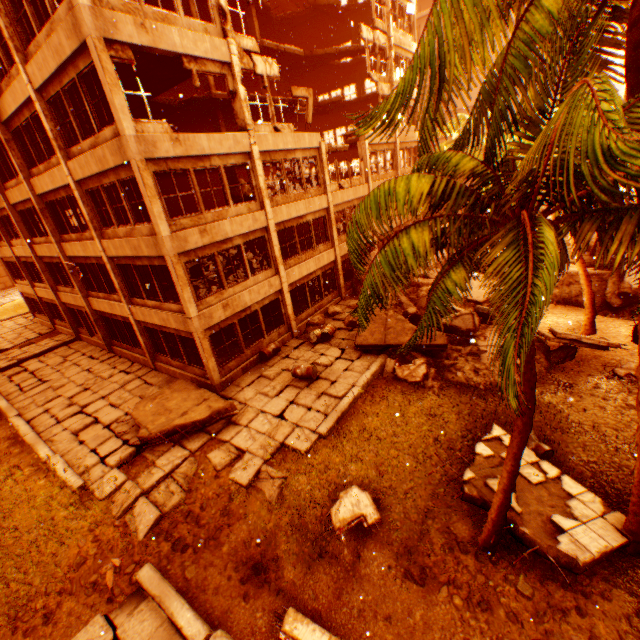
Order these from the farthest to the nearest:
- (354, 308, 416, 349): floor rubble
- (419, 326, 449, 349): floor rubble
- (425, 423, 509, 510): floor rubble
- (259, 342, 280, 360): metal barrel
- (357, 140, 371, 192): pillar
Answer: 1. (357, 140, 371, 192): pillar
2. (259, 342, 280, 360): metal barrel
3. (354, 308, 416, 349): floor rubble
4. (419, 326, 449, 349): floor rubble
5. (425, 423, 509, 510): floor rubble

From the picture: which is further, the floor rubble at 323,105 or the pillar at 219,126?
the floor rubble at 323,105

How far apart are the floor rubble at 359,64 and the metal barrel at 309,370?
25.7m

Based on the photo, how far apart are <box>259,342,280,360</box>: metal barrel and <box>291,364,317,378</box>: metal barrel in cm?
206

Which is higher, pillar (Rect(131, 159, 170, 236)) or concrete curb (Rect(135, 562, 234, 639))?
pillar (Rect(131, 159, 170, 236))

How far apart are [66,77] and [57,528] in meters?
13.5 m

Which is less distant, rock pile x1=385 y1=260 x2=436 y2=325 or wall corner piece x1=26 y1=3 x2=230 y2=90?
wall corner piece x1=26 y1=3 x2=230 y2=90
